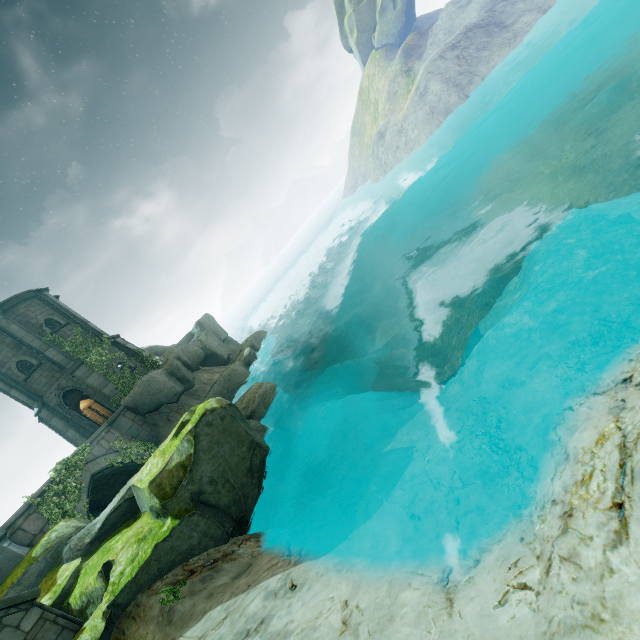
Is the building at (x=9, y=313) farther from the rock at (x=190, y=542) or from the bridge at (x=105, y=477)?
the rock at (x=190, y=542)

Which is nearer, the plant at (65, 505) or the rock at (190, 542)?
the rock at (190, 542)

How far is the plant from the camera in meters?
11.8 m

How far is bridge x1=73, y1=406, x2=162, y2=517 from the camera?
14.6m

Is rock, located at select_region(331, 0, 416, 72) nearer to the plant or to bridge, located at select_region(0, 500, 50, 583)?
bridge, located at select_region(0, 500, 50, 583)

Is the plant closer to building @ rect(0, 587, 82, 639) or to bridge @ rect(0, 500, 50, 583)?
bridge @ rect(0, 500, 50, 583)

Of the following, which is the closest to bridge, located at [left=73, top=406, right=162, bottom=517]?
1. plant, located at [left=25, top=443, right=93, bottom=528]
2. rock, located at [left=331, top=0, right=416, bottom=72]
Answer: plant, located at [left=25, top=443, right=93, bottom=528]

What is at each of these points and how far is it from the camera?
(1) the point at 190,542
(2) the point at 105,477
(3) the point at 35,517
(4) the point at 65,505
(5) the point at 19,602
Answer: (1) rock, 7.2m
(2) bridge, 16.5m
(3) bridge, 11.5m
(4) plant, 12.4m
(5) building, 6.9m
